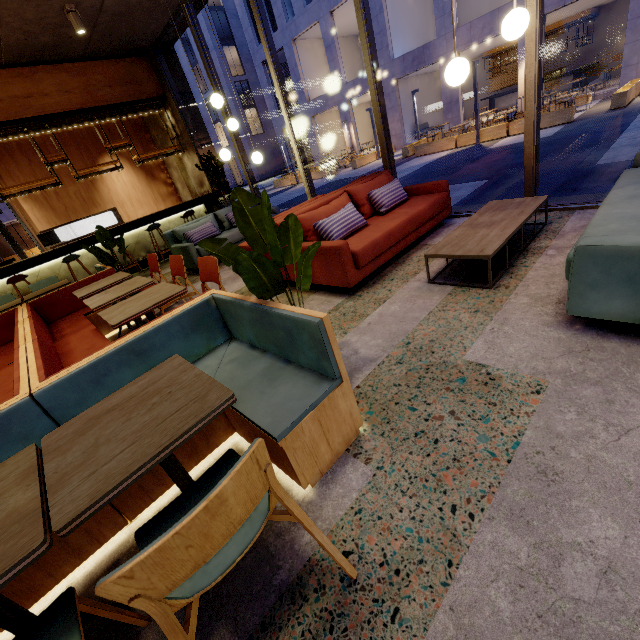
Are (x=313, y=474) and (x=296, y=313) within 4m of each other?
yes

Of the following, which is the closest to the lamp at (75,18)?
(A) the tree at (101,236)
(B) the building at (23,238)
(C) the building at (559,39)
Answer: (A) the tree at (101,236)

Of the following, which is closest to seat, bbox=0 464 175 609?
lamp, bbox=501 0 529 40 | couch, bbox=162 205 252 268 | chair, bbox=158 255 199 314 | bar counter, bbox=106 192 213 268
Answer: chair, bbox=158 255 199 314

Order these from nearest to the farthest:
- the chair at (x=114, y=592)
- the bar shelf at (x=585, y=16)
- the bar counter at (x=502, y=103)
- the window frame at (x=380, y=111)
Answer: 1. the chair at (x=114, y=592)
2. the window frame at (x=380, y=111)
3. the bar shelf at (x=585, y=16)
4. the bar counter at (x=502, y=103)

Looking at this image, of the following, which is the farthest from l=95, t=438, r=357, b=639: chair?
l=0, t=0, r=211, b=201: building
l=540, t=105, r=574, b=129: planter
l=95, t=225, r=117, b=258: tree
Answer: l=540, t=105, r=574, b=129: planter

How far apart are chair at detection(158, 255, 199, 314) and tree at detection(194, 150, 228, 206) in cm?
456

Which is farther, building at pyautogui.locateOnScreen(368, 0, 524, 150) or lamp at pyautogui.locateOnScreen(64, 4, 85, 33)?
building at pyautogui.locateOnScreen(368, 0, 524, 150)

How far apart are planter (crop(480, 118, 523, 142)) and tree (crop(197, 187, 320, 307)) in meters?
14.4
